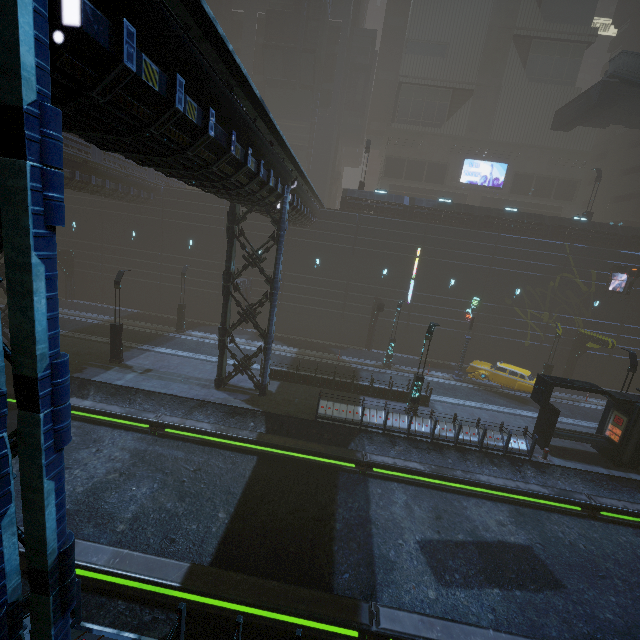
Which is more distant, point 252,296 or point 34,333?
point 252,296

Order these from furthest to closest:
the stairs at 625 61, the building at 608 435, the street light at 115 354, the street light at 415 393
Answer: the stairs at 625 61 → the street light at 115 354 → the street light at 415 393 → the building at 608 435

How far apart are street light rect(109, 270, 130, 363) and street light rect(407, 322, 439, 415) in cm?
1733

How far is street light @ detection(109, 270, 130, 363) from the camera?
18.7 meters

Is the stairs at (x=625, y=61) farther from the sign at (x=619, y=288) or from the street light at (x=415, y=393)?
the street light at (x=415, y=393)

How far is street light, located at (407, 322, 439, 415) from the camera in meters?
17.2

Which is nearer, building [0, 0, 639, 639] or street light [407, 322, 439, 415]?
building [0, 0, 639, 639]

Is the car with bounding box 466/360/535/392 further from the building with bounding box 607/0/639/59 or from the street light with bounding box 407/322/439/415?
the street light with bounding box 407/322/439/415
